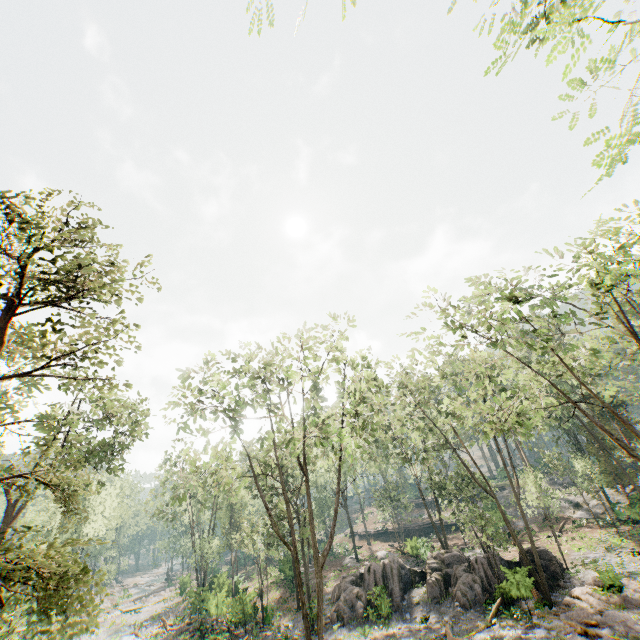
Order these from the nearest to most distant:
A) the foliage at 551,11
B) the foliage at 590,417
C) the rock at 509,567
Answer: the foliage at 551,11 < the foliage at 590,417 < the rock at 509,567

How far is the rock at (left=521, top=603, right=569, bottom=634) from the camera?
18.0m

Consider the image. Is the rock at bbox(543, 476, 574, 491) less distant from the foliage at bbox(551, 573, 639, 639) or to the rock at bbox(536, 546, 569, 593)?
the foliage at bbox(551, 573, 639, 639)

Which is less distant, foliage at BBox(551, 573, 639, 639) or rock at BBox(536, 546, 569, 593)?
foliage at BBox(551, 573, 639, 639)

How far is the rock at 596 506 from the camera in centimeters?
3853cm

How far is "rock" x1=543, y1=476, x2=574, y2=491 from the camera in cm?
4747

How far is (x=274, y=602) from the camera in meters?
28.9
